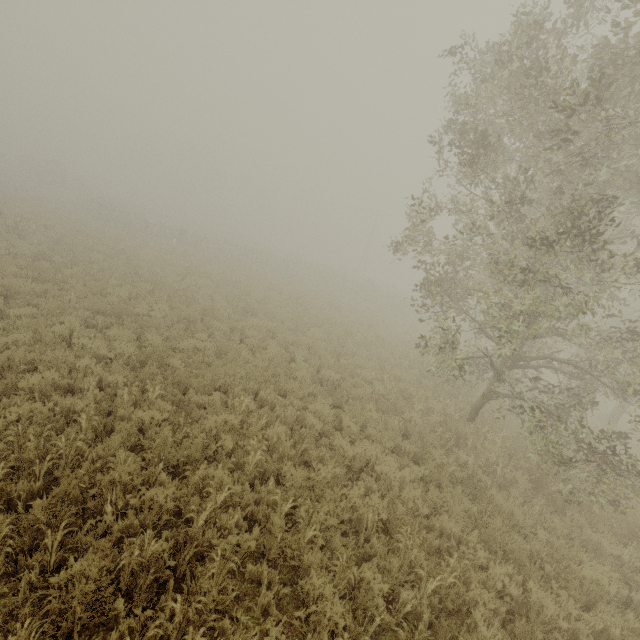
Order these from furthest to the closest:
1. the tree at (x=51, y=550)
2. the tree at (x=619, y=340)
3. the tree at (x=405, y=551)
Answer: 1. the tree at (x=619, y=340)
2. the tree at (x=405, y=551)
3. the tree at (x=51, y=550)

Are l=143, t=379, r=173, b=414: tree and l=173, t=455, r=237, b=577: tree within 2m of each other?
no

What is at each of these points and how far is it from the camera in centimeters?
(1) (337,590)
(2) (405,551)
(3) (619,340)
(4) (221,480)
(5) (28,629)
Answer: (1) tree, 420cm
(2) tree, 497cm
(3) tree, 745cm
(4) tree, 504cm
(5) tree, 264cm

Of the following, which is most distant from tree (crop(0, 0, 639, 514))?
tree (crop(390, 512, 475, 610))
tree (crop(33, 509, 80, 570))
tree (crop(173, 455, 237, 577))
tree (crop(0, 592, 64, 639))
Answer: tree (crop(0, 592, 64, 639))

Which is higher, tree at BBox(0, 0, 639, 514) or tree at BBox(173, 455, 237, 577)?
tree at BBox(0, 0, 639, 514)

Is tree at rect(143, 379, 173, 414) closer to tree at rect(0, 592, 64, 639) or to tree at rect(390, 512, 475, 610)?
tree at rect(0, 592, 64, 639)

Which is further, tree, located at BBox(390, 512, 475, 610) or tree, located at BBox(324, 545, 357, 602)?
tree, located at BBox(390, 512, 475, 610)

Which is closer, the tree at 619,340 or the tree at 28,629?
the tree at 28,629
